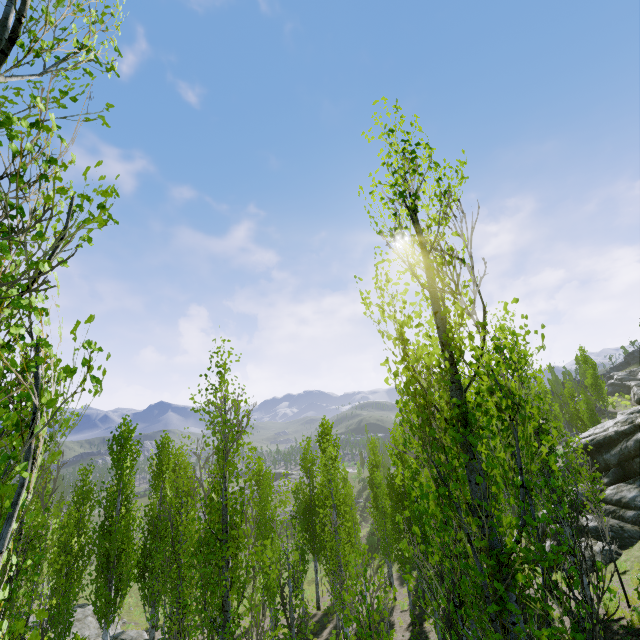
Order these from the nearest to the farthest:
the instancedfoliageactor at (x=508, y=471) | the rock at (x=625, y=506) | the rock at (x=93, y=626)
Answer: the instancedfoliageactor at (x=508, y=471), the rock at (x=625, y=506), the rock at (x=93, y=626)

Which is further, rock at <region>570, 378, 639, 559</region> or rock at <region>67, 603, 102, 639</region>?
rock at <region>67, 603, 102, 639</region>

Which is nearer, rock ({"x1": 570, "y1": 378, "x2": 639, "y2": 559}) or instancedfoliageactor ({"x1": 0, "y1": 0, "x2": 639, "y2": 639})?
instancedfoliageactor ({"x1": 0, "y1": 0, "x2": 639, "y2": 639})

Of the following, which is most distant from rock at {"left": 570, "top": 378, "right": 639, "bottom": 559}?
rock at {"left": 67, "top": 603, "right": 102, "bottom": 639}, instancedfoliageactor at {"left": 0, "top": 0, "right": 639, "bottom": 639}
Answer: rock at {"left": 67, "top": 603, "right": 102, "bottom": 639}

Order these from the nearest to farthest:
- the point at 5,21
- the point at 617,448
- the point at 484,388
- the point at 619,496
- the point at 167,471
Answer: the point at 5,21 < the point at 484,388 < the point at 167,471 < the point at 619,496 < the point at 617,448

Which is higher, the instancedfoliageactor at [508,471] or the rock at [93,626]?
the instancedfoliageactor at [508,471]

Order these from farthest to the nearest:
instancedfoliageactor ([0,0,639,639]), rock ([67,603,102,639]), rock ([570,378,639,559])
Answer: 1. rock ([67,603,102,639])
2. rock ([570,378,639,559])
3. instancedfoliageactor ([0,0,639,639])

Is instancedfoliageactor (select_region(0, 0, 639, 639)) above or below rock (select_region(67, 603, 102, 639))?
above
